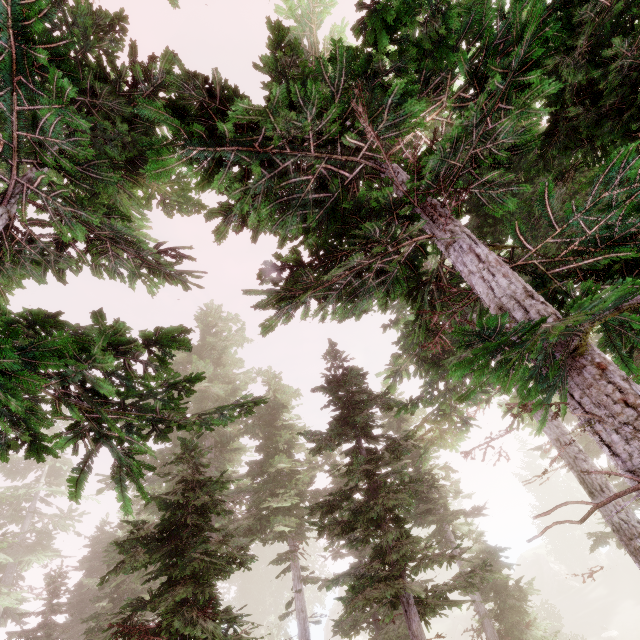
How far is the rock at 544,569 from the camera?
48.4m

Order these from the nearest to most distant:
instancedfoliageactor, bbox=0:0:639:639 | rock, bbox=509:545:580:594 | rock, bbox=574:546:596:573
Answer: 1. instancedfoliageactor, bbox=0:0:639:639
2. rock, bbox=509:545:580:594
3. rock, bbox=574:546:596:573

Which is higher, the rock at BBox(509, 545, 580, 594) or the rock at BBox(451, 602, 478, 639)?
the rock at BBox(509, 545, 580, 594)

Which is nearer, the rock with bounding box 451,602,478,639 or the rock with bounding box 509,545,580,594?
the rock with bounding box 451,602,478,639

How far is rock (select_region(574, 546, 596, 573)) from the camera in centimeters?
4988cm

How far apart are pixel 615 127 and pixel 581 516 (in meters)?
63.24

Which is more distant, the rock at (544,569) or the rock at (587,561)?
the rock at (587,561)
